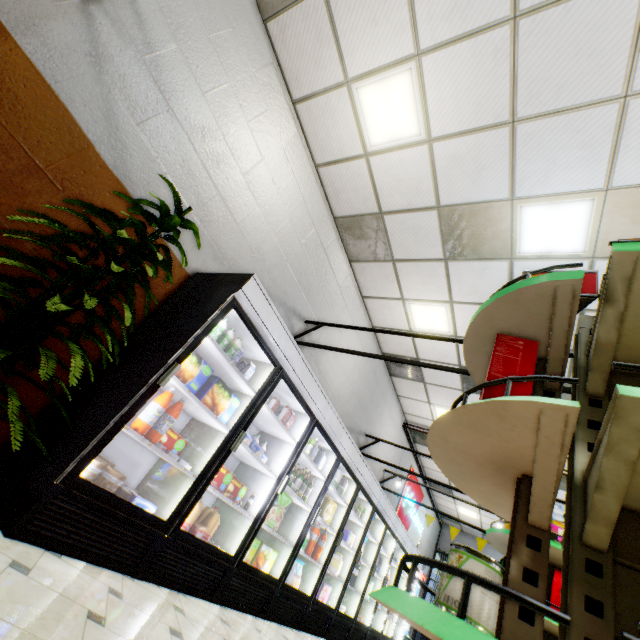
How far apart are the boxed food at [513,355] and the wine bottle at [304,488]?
2.8m

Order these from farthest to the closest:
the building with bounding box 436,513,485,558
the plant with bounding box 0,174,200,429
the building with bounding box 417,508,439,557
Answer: the building with bounding box 436,513,485,558 < the building with bounding box 417,508,439,557 < the plant with bounding box 0,174,200,429

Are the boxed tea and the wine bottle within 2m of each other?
no

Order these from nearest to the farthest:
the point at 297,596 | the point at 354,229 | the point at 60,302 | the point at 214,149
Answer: the point at 60,302, the point at 214,149, the point at 297,596, the point at 354,229

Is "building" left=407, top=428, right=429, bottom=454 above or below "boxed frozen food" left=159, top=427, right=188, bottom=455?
above

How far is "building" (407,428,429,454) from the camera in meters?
9.8

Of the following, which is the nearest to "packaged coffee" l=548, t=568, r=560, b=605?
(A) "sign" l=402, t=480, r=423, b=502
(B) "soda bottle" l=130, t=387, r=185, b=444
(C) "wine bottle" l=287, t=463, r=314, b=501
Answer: (C) "wine bottle" l=287, t=463, r=314, b=501

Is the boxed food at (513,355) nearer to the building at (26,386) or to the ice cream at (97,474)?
the building at (26,386)
